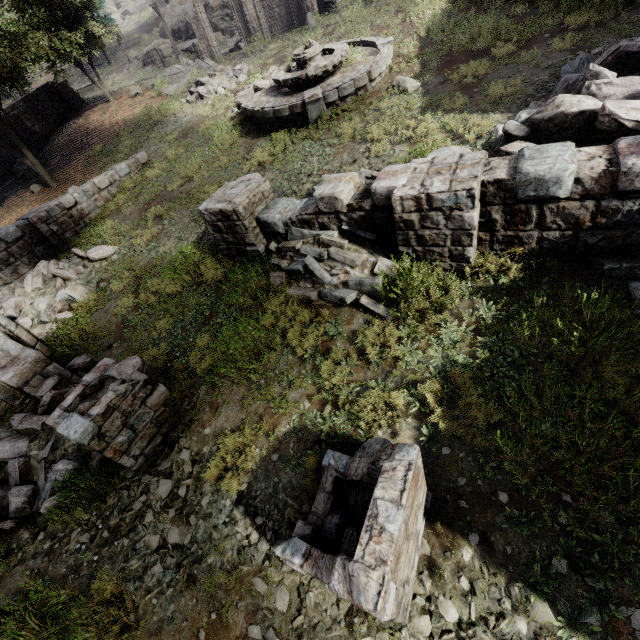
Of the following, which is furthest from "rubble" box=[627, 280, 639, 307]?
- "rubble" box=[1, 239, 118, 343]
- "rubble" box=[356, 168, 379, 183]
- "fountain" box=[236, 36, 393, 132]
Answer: "rubble" box=[1, 239, 118, 343]

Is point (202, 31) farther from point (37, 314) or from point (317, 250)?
point (317, 250)

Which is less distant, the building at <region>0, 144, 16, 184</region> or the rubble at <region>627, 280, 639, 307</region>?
the rubble at <region>627, 280, 639, 307</region>

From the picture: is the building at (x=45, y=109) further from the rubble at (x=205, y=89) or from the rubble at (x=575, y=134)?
the rubble at (x=575, y=134)

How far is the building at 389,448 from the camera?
2.4m

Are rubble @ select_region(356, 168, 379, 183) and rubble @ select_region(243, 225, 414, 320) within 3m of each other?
yes

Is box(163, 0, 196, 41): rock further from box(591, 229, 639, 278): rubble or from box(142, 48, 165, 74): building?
box(591, 229, 639, 278): rubble

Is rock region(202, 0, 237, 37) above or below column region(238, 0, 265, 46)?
above
